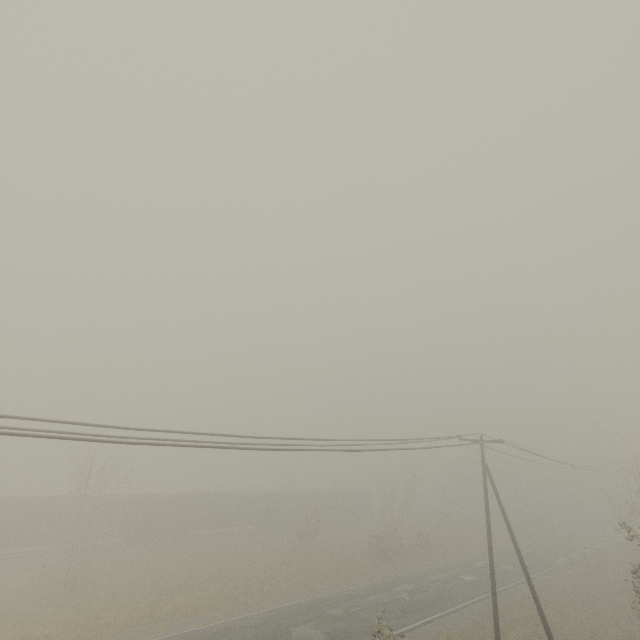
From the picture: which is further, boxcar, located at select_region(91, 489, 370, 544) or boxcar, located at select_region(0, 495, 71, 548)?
boxcar, located at select_region(91, 489, 370, 544)

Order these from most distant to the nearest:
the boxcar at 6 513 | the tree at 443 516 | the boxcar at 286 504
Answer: the tree at 443 516 < the boxcar at 286 504 < the boxcar at 6 513

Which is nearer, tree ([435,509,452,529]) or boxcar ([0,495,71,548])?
boxcar ([0,495,71,548])

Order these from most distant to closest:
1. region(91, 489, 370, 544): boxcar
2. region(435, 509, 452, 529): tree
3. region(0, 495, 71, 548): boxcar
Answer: region(435, 509, 452, 529): tree
region(91, 489, 370, 544): boxcar
region(0, 495, 71, 548): boxcar

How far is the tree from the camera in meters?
56.0 m

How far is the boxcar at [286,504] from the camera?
34.8m

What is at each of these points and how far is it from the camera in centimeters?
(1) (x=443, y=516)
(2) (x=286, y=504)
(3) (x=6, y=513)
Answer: (1) tree, 5644cm
(2) boxcar, 4741cm
(3) boxcar, 2930cm
